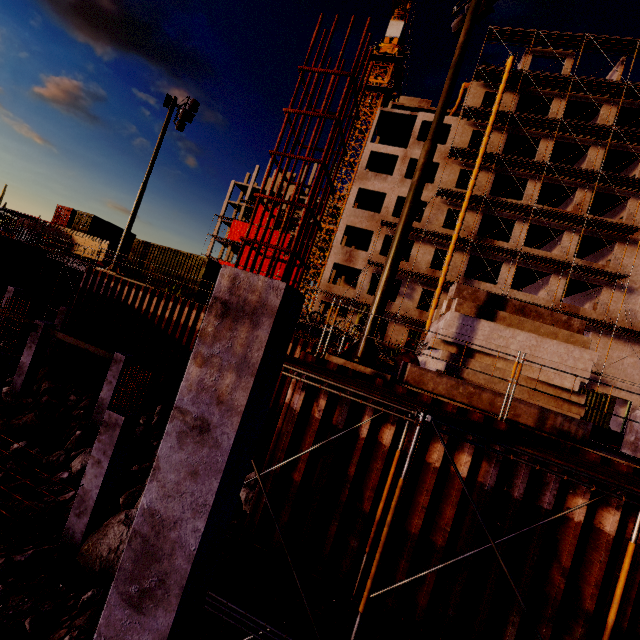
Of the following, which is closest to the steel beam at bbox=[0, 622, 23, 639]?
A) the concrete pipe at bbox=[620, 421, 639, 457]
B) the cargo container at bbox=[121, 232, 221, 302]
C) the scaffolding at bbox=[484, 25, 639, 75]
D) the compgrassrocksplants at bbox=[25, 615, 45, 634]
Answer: the compgrassrocksplants at bbox=[25, 615, 45, 634]

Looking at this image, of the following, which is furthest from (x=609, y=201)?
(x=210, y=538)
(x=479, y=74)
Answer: (x=210, y=538)

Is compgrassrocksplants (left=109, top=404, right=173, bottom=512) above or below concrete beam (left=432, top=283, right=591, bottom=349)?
below

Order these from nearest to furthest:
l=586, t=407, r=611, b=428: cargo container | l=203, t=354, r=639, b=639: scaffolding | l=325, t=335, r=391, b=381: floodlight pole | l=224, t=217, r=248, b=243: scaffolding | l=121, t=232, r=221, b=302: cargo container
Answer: l=203, t=354, r=639, b=639: scaffolding < l=325, t=335, r=391, b=381: floodlight pole < l=121, t=232, r=221, b=302: cargo container < l=586, t=407, r=611, b=428: cargo container < l=224, t=217, r=248, b=243: scaffolding

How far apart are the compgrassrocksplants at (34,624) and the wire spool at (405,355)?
10.80m

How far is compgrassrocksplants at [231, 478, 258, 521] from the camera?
10.13m

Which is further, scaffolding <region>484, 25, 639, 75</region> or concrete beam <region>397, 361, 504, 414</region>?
scaffolding <region>484, 25, 639, 75</region>

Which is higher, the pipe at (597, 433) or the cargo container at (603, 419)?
the cargo container at (603, 419)
